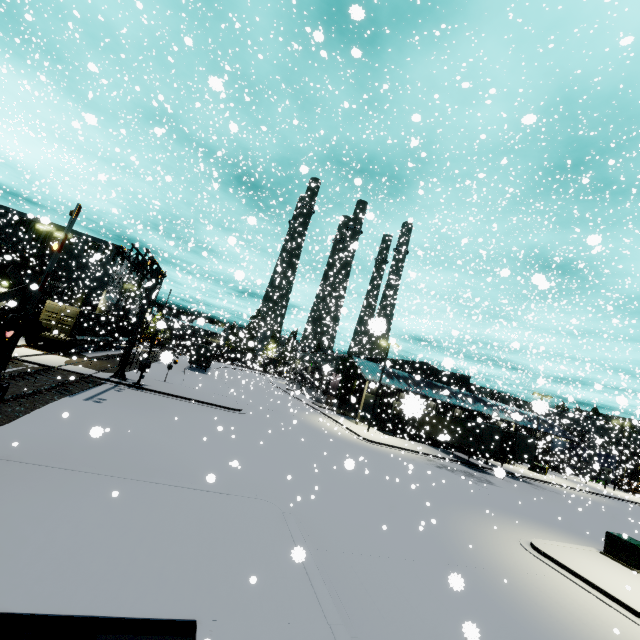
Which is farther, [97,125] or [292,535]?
[97,125]

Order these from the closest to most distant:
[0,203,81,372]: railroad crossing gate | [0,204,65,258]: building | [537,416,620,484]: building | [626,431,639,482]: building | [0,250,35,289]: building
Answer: [0,203,81,372]: railroad crossing gate < [0,250,35,289]: building < [537,416,620,484]: building < [0,204,65,258]: building < [626,431,639,482]: building

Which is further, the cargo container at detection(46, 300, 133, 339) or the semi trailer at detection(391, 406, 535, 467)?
the semi trailer at detection(391, 406, 535, 467)

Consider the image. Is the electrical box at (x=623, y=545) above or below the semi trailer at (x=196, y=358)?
below

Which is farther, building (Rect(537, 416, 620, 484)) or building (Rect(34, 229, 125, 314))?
building (Rect(34, 229, 125, 314))

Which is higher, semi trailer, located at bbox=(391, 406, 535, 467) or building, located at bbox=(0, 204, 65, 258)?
building, located at bbox=(0, 204, 65, 258)

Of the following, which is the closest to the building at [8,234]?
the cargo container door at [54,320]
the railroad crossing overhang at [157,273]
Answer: the cargo container door at [54,320]

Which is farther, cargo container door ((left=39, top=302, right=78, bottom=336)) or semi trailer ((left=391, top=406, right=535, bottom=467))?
semi trailer ((left=391, top=406, right=535, bottom=467))
